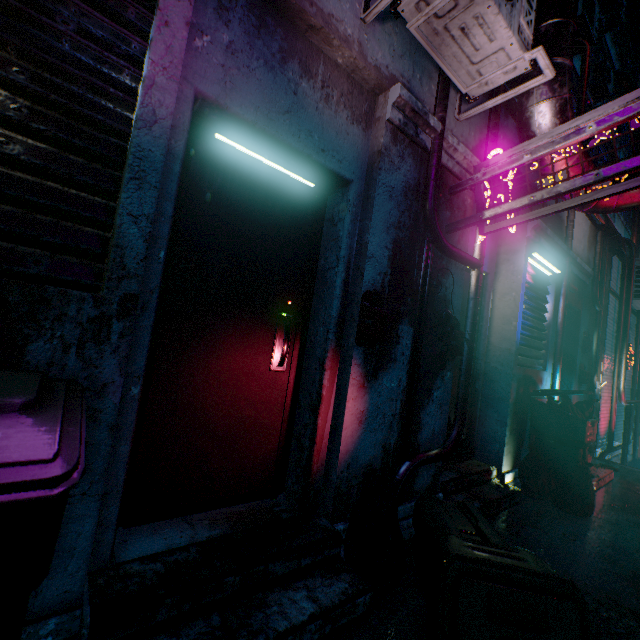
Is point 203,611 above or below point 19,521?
below

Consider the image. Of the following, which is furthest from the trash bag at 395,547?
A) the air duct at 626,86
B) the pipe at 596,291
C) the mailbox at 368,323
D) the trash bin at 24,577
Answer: the air duct at 626,86

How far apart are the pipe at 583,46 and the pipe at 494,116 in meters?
2.3 m

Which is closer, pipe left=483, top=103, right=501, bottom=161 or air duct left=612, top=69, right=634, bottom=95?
pipe left=483, top=103, right=501, bottom=161

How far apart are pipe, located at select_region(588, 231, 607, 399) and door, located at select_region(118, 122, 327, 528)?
5.37m

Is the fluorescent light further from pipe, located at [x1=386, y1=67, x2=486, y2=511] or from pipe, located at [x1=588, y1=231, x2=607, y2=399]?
pipe, located at [x1=588, y1=231, x2=607, y2=399]

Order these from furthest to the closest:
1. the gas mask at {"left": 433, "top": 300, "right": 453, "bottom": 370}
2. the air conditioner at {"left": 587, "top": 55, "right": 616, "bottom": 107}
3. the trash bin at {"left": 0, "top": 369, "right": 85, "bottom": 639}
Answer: the air conditioner at {"left": 587, "top": 55, "right": 616, "bottom": 107} → the gas mask at {"left": 433, "top": 300, "right": 453, "bottom": 370} → the trash bin at {"left": 0, "top": 369, "right": 85, "bottom": 639}

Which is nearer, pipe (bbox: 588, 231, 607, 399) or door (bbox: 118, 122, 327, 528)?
door (bbox: 118, 122, 327, 528)
